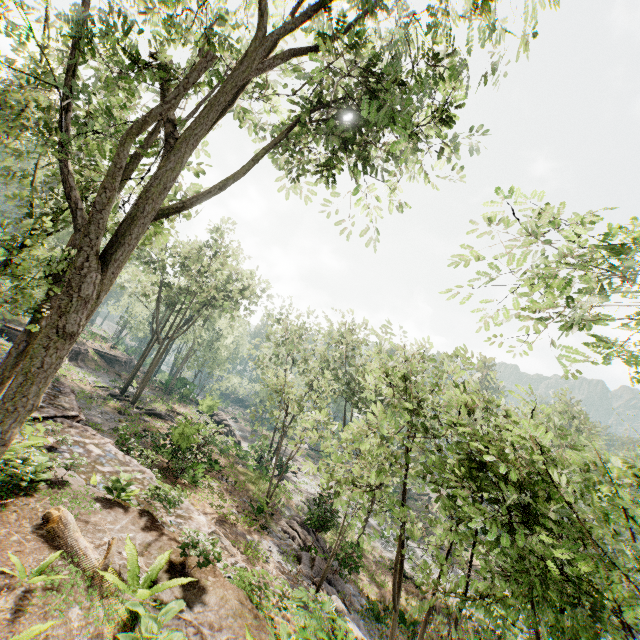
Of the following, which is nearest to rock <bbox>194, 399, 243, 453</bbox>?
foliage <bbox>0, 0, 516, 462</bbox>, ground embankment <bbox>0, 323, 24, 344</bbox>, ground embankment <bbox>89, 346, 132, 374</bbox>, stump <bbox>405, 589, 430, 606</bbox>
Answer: foliage <bbox>0, 0, 516, 462</bbox>

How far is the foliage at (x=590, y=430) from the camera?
29.30m

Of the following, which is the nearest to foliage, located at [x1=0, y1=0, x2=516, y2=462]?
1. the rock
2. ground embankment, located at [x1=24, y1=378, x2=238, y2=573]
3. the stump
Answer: the rock

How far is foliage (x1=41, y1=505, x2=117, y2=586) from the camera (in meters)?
5.95

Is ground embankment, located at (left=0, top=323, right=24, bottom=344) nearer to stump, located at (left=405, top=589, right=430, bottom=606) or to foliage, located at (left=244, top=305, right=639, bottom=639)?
foliage, located at (left=244, top=305, right=639, bottom=639)

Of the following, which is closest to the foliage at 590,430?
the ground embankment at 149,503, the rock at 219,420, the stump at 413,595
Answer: the rock at 219,420

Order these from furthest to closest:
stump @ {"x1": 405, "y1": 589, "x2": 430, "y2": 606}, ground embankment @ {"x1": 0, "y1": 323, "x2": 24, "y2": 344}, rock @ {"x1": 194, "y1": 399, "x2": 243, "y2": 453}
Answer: rock @ {"x1": 194, "y1": 399, "x2": 243, "y2": 453} → ground embankment @ {"x1": 0, "y1": 323, "x2": 24, "y2": 344} → stump @ {"x1": 405, "y1": 589, "x2": 430, "y2": 606}

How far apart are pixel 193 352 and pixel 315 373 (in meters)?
21.34
